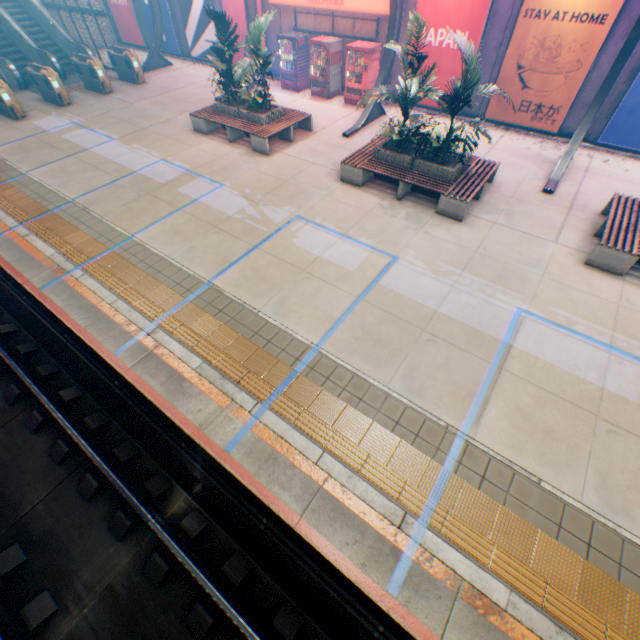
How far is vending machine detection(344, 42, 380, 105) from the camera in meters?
12.9 m

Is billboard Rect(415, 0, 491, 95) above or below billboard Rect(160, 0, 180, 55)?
above

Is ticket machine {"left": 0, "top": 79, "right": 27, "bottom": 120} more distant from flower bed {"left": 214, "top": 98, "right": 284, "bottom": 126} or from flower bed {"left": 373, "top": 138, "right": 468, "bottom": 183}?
flower bed {"left": 373, "top": 138, "right": 468, "bottom": 183}

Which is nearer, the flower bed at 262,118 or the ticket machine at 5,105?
the flower bed at 262,118

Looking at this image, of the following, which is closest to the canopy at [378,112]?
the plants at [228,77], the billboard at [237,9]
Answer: the billboard at [237,9]

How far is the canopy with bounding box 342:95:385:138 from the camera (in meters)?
12.27

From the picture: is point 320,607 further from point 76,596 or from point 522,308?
point 522,308

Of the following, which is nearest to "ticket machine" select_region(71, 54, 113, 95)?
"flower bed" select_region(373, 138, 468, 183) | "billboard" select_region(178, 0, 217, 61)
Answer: "billboard" select_region(178, 0, 217, 61)
